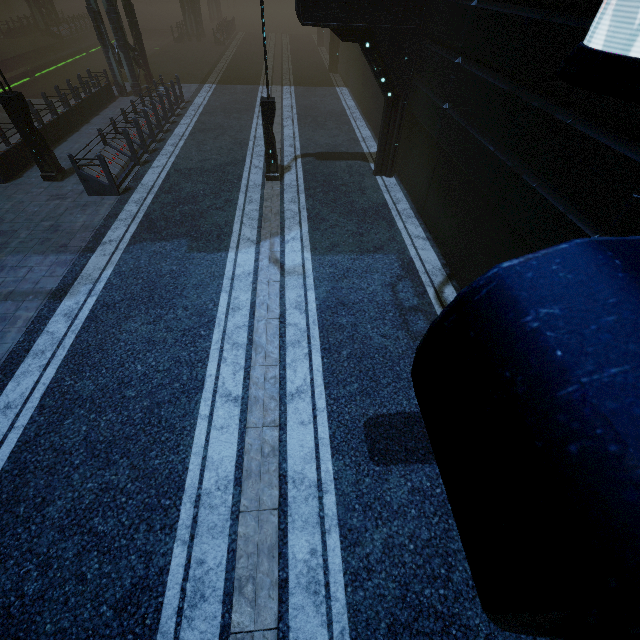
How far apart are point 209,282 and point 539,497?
8.11m

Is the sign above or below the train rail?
above

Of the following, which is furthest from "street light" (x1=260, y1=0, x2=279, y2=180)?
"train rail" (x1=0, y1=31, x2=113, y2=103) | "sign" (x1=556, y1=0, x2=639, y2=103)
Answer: "train rail" (x1=0, y1=31, x2=113, y2=103)

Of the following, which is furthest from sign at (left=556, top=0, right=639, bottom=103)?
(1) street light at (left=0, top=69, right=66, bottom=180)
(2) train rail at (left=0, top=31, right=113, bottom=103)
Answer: (2) train rail at (left=0, top=31, right=113, bottom=103)

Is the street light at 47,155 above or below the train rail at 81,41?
above

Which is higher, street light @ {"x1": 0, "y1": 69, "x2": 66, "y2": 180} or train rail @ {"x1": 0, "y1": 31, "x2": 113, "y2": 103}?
street light @ {"x1": 0, "y1": 69, "x2": 66, "y2": 180}

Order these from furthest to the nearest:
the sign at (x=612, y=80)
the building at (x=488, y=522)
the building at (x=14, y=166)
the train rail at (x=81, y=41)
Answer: the train rail at (x=81, y=41) → the building at (x=14, y=166) → the sign at (x=612, y=80) → the building at (x=488, y=522)

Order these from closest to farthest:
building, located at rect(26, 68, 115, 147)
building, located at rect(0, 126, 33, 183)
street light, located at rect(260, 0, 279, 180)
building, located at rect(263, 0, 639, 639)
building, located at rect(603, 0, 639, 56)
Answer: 1. building, located at rect(263, 0, 639, 639)
2. building, located at rect(603, 0, 639, 56)
3. street light, located at rect(260, 0, 279, 180)
4. building, located at rect(0, 126, 33, 183)
5. building, located at rect(26, 68, 115, 147)
